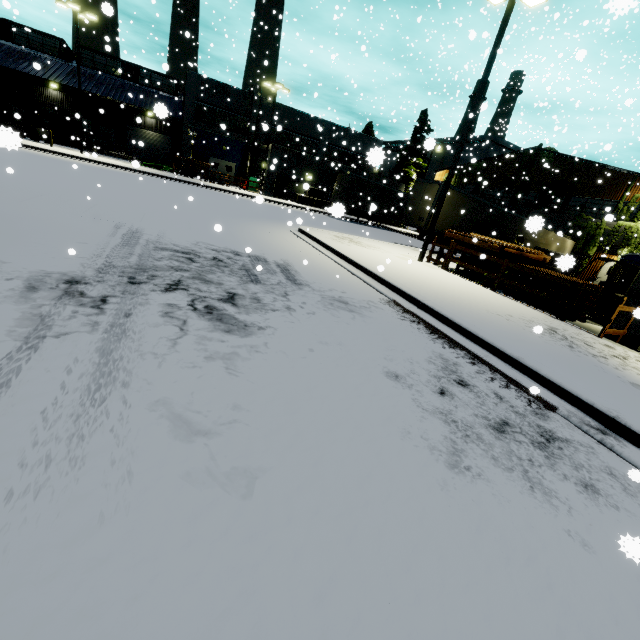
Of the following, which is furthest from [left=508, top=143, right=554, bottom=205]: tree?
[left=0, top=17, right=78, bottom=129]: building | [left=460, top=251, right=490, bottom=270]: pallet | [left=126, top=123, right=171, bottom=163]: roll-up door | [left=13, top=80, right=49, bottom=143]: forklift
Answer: [left=13, top=80, right=49, bottom=143]: forklift

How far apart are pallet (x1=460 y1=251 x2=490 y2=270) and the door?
33.53m

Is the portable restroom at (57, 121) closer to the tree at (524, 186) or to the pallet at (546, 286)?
the pallet at (546, 286)

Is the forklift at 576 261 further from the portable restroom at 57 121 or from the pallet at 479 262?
the portable restroom at 57 121

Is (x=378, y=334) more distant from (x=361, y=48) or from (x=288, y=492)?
(x=361, y=48)

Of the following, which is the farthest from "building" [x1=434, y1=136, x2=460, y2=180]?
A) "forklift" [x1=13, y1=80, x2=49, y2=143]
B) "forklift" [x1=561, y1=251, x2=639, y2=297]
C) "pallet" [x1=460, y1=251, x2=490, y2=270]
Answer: "pallet" [x1=460, y1=251, x2=490, y2=270]

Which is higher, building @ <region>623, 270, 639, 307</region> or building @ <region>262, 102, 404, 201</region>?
building @ <region>262, 102, 404, 201</region>

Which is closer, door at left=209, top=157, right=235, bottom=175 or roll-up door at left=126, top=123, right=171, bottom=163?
door at left=209, top=157, right=235, bottom=175
